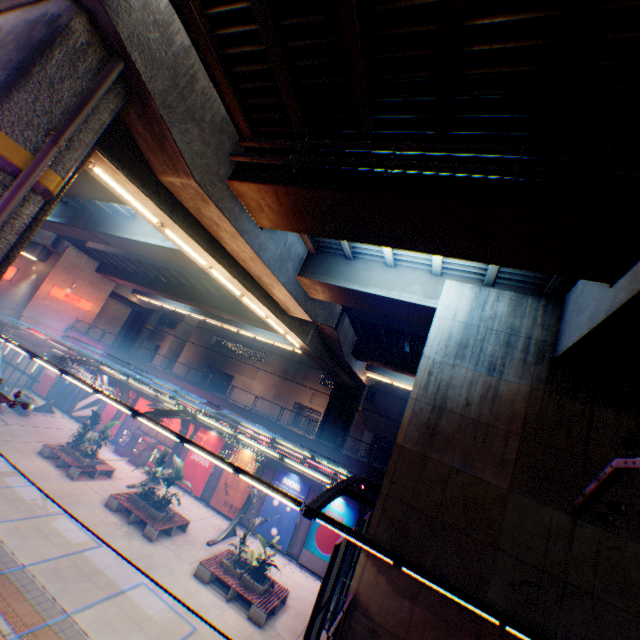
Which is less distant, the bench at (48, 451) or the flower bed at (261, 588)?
the flower bed at (261, 588)

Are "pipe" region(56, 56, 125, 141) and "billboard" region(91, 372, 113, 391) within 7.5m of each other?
no

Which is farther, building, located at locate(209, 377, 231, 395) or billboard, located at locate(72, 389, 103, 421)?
building, located at locate(209, 377, 231, 395)

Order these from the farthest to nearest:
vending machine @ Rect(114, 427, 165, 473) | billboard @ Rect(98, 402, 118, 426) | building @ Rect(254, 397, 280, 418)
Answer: building @ Rect(254, 397, 280, 418), billboard @ Rect(98, 402, 118, 426), vending machine @ Rect(114, 427, 165, 473)

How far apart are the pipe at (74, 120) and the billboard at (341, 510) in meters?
20.3

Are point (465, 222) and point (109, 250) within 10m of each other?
no

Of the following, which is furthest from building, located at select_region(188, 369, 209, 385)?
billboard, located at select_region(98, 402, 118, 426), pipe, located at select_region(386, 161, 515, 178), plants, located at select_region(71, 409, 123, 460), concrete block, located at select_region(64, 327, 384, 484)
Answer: pipe, located at select_region(386, 161, 515, 178)

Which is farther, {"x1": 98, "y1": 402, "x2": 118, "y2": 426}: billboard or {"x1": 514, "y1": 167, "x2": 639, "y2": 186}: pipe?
{"x1": 98, "y1": 402, "x2": 118, "y2": 426}: billboard
